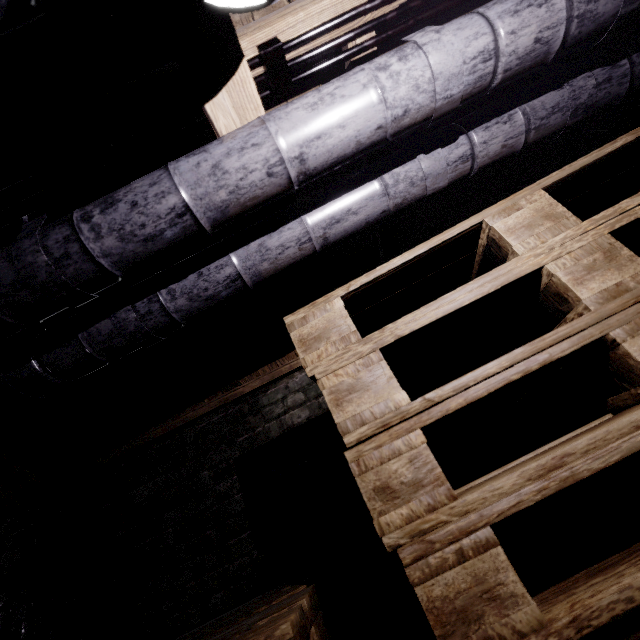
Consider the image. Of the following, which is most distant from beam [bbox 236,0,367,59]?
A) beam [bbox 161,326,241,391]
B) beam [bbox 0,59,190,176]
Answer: beam [bbox 161,326,241,391]

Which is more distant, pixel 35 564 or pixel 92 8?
pixel 35 564

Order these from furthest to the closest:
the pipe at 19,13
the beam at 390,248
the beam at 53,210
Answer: the beam at 390,248 < the beam at 53,210 < the pipe at 19,13

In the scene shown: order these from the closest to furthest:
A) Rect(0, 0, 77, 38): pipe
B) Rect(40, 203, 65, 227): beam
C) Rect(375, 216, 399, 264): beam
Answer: Rect(0, 0, 77, 38): pipe
Rect(40, 203, 65, 227): beam
Rect(375, 216, 399, 264): beam

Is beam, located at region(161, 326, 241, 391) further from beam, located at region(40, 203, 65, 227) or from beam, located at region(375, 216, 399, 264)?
beam, located at region(375, 216, 399, 264)

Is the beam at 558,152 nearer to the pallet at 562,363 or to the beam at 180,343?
the pallet at 562,363

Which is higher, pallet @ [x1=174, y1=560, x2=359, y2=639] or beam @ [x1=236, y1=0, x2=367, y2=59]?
beam @ [x1=236, y1=0, x2=367, y2=59]

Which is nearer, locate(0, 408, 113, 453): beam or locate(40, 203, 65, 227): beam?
locate(40, 203, 65, 227): beam
